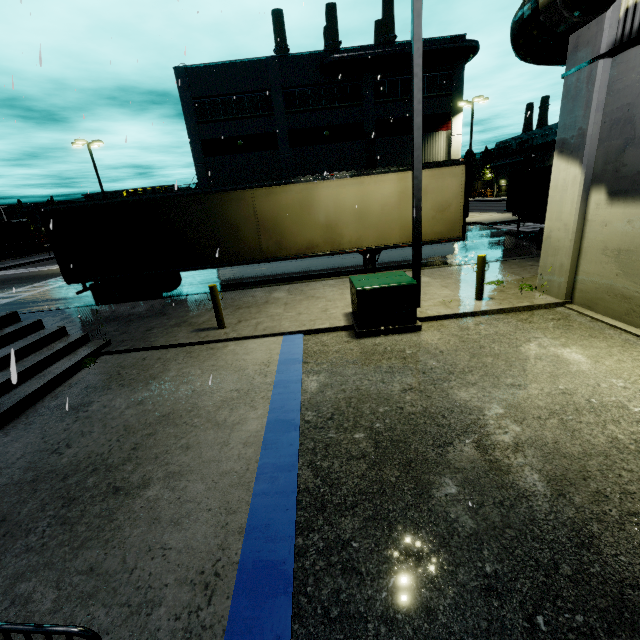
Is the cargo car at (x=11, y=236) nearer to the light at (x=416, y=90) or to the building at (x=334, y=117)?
the building at (x=334, y=117)

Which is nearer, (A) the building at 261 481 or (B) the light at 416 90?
(A) the building at 261 481

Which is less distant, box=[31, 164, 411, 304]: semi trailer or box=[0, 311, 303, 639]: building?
box=[0, 311, 303, 639]: building

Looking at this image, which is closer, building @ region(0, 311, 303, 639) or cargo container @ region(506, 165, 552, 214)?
building @ region(0, 311, 303, 639)

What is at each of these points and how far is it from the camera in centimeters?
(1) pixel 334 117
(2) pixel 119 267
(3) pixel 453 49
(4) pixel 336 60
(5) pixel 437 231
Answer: (1) building, 2902cm
(2) semi trailer, 1209cm
(3) vent duct, 2652cm
(4) vent duct, 2648cm
(5) semi trailer, 1203cm

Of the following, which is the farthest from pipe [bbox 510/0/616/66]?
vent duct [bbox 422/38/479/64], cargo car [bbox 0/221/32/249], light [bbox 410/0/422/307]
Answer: cargo car [bbox 0/221/32/249]

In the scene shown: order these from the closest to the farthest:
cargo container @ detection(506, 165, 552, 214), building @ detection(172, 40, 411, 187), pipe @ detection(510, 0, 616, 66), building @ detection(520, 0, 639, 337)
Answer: pipe @ detection(510, 0, 616, 66)
building @ detection(520, 0, 639, 337)
cargo container @ detection(506, 165, 552, 214)
building @ detection(172, 40, 411, 187)

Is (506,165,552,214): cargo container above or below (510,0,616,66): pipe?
below
